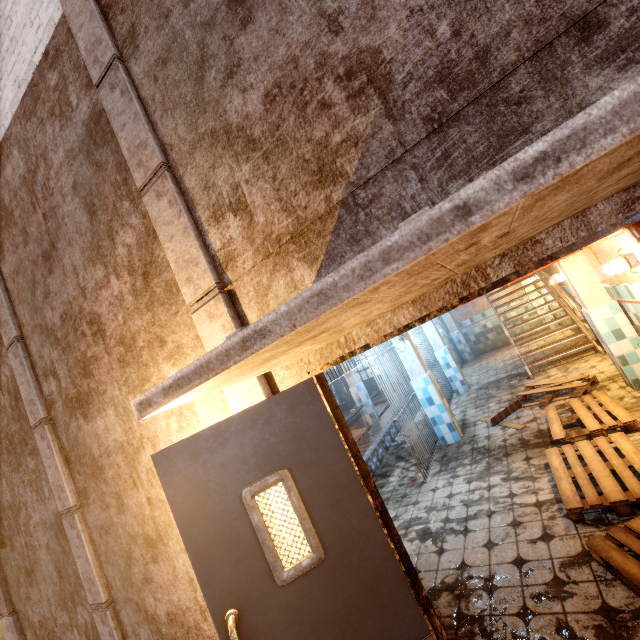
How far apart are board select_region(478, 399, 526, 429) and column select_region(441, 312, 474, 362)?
6.6m

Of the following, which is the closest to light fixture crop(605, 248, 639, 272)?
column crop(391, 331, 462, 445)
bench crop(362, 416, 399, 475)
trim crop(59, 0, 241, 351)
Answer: trim crop(59, 0, 241, 351)

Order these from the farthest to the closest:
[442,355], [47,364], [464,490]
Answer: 1. [442,355]
2. [464,490]
3. [47,364]

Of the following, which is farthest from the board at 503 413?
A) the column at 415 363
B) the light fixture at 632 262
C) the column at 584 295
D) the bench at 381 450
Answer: the light fixture at 632 262

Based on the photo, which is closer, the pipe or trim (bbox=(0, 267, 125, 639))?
the pipe

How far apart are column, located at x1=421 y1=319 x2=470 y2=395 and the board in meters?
2.3

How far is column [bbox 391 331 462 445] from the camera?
5.8 meters

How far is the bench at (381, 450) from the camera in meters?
6.2 m
